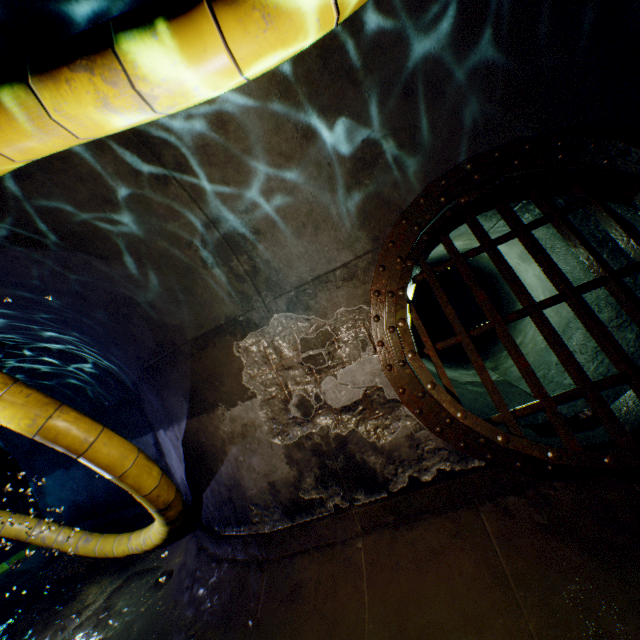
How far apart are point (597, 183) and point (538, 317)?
1.4m

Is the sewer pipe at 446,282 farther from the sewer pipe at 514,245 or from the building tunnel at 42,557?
the building tunnel at 42,557

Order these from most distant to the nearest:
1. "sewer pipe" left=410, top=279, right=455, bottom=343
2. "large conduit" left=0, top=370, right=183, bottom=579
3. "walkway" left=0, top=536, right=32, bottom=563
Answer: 1. "sewer pipe" left=410, top=279, right=455, bottom=343
2. "large conduit" left=0, top=370, right=183, bottom=579
3. "walkway" left=0, top=536, right=32, bottom=563

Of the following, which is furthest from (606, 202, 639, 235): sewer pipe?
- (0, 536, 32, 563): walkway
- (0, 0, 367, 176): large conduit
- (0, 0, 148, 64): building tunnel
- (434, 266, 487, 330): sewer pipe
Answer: (434, 266, 487, 330): sewer pipe

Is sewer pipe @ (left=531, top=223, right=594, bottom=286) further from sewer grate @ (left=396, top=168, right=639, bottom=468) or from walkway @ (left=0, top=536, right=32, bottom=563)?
walkway @ (left=0, top=536, right=32, bottom=563)

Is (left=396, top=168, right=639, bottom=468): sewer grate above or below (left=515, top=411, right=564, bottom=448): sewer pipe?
above

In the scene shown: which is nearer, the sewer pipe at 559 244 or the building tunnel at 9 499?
the sewer pipe at 559 244

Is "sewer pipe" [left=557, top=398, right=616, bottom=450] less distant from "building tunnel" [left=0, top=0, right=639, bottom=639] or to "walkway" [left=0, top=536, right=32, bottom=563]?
"building tunnel" [left=0, top=0, right=639, bottom=639]
